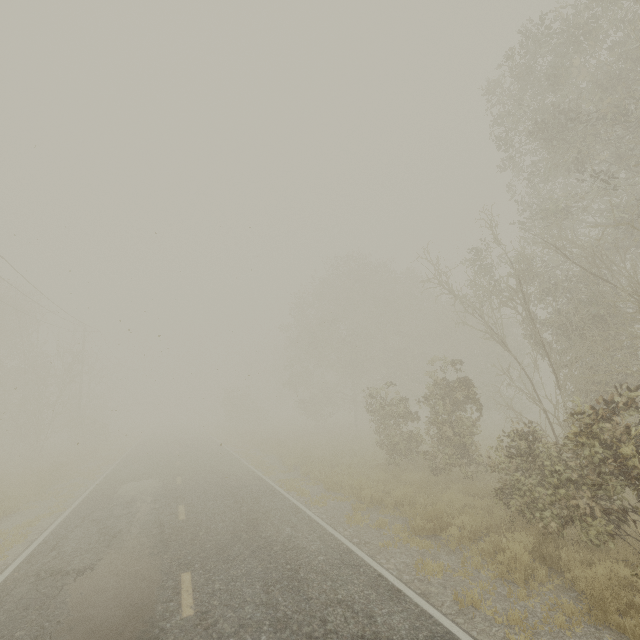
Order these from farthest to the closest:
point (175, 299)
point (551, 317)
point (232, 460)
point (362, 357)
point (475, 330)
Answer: point (362, 357) → point (475, 330) → point (175, 299) → point (232, 460) → point (551, 317)
